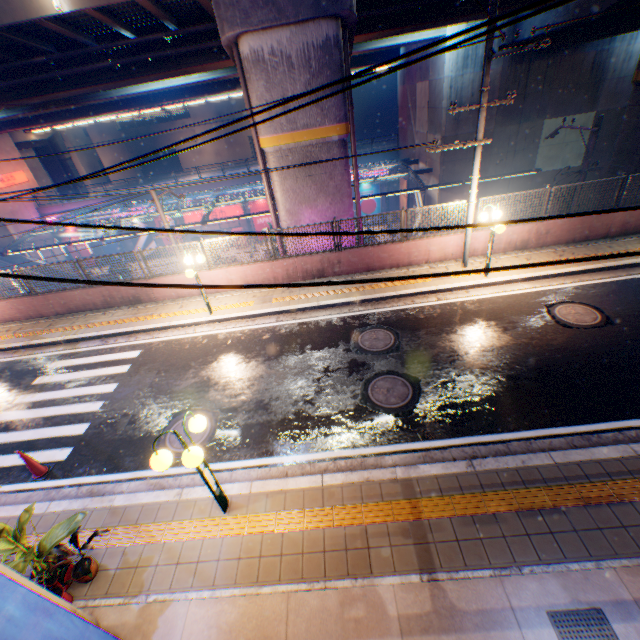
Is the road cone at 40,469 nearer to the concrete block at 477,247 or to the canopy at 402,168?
the concrete block at 477,247

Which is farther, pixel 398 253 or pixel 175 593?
pixel 398 253

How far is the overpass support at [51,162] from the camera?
39.1m

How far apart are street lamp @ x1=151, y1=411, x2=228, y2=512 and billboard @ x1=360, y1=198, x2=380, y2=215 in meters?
31.7

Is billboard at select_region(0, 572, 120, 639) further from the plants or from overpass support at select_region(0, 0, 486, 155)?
overpass support at select_region(0, 0, 486, 155)

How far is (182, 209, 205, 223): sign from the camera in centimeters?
3359cm

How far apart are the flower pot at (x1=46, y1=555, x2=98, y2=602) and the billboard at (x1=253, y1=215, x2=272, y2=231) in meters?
32.3 m

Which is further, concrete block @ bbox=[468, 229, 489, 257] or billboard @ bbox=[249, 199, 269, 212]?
billboard @ bbox=[249, 199, 269, 212]
